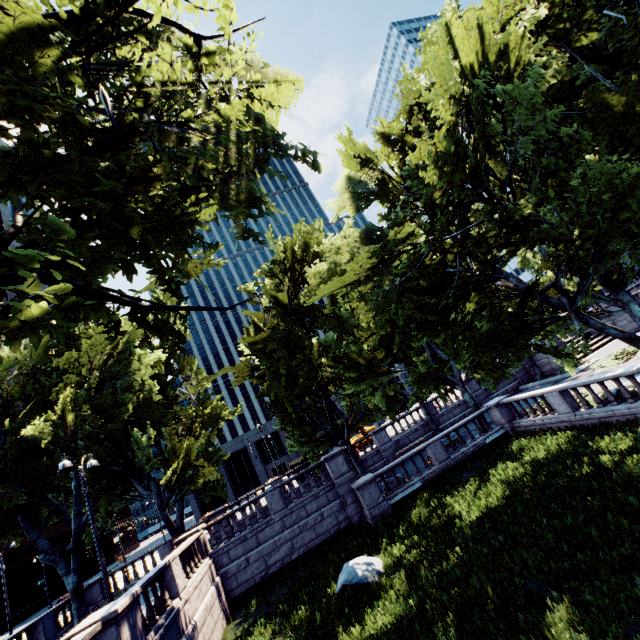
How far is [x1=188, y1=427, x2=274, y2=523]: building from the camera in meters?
52.9

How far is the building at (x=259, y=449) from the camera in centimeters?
5294cm

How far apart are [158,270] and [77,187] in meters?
2.0 m

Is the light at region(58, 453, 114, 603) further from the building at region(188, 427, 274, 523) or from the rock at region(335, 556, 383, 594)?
the building at region(188, 427, 274, 523)

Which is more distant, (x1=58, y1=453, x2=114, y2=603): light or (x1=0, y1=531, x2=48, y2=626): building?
(x1=0, y1=531, x2=48, y2=626): building

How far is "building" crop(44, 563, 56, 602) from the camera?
57.5m

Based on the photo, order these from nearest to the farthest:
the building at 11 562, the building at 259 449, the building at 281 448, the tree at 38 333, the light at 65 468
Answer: the tree at 38 333
the light at 65 468
the building at 11 562
the building at 259 449
the building at 281 448

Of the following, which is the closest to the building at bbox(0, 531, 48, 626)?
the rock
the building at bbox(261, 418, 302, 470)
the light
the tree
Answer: the building at bbox(261, 418, 302, 470)
